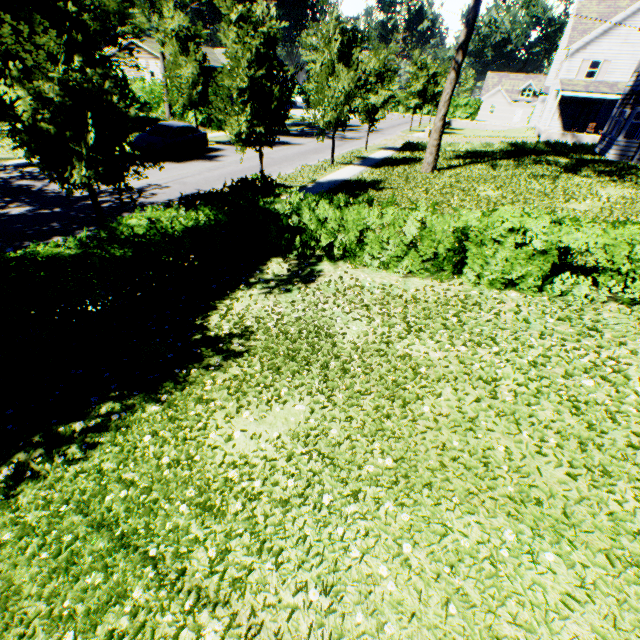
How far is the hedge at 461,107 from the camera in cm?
5866

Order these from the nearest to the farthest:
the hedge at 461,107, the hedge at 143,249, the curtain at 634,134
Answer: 1. the hedge at 143,249
2. the curtain at 634,134
3. the hedge at 461,107

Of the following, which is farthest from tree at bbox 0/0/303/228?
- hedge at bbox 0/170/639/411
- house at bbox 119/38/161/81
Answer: house at bbox 119/38/161/81

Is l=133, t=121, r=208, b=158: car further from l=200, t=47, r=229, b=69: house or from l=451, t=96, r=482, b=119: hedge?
l=451, t=96, r=482, b=119: hedge

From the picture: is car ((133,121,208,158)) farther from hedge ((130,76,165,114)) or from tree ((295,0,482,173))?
hedge ((130,76,165,114))

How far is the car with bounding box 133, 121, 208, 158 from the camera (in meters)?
18.70

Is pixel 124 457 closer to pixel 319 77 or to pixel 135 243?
pixel 135 243

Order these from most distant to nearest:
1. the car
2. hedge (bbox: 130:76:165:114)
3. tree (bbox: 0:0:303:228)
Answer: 1. hedge (bbox: 130:76:165:114)
2. the car
3. tree (bbox: 0:0:303:228)
